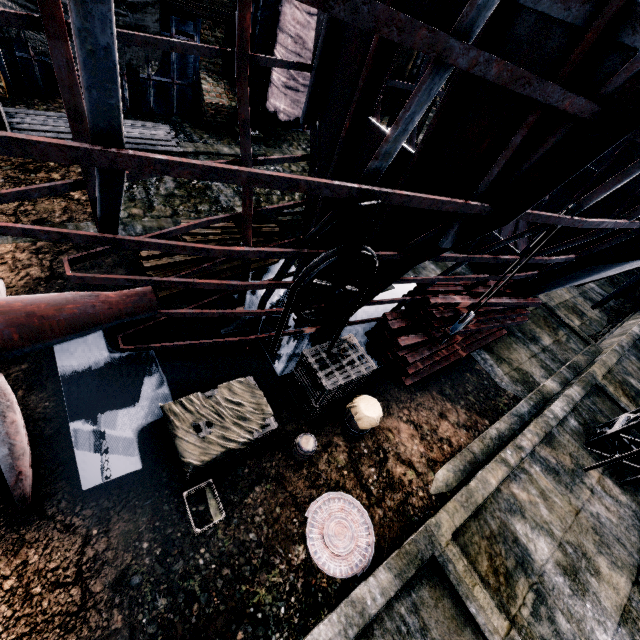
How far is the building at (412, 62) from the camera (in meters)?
21.34

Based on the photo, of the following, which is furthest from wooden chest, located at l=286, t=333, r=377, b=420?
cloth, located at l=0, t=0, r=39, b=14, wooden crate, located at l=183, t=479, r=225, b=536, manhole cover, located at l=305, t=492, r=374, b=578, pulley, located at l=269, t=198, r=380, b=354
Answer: cloth, located at l=0, t=0, r=39, b=14

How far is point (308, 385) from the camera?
8.5m

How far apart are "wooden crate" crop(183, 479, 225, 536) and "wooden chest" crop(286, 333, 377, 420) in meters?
2.9 m

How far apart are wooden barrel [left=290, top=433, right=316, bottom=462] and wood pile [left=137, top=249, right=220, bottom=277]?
6.0 meters

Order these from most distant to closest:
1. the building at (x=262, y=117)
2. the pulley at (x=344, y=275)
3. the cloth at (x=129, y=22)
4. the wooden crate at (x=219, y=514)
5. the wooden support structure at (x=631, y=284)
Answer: the wooden support structure at (x=631, y=284) < the building at (x=262, y=117) < the cloth at (x=129, y=22) < the wooden crate at (x=219, y=514) < the pulley at (x=344, y=275)

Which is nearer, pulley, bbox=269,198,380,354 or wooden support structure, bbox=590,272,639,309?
pulley, bbox=269,198,380,354

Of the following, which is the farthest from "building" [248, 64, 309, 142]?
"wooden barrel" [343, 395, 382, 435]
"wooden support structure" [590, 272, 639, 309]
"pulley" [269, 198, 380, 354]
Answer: "wooden support structure" [590, 272, 639, 309]
